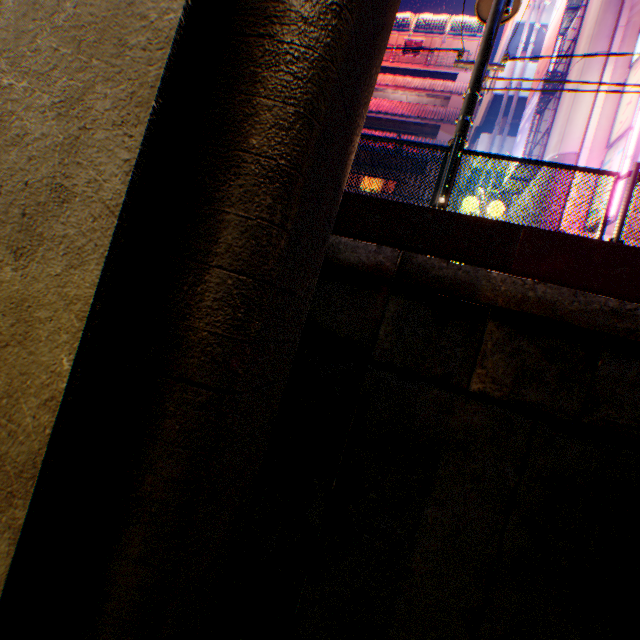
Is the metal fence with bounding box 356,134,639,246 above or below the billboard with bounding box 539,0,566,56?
below

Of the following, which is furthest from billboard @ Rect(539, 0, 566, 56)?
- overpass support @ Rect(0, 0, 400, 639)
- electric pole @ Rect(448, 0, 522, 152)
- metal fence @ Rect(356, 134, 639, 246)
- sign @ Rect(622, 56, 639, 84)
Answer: overpass support @ Rect(0, 0, 400, 639)

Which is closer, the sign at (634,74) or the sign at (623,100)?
the sign at (623,100)

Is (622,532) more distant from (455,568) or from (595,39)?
(595,39)

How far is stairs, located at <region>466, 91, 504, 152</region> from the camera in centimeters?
1912cm

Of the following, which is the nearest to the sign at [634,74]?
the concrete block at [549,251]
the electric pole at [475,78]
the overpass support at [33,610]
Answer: the electric pole at [475,78]

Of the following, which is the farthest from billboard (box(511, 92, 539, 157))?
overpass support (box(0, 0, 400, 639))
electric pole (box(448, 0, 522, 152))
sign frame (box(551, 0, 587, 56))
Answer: overpass support (box(0, 0, 400, 639))

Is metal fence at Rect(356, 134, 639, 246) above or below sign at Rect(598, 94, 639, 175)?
below
